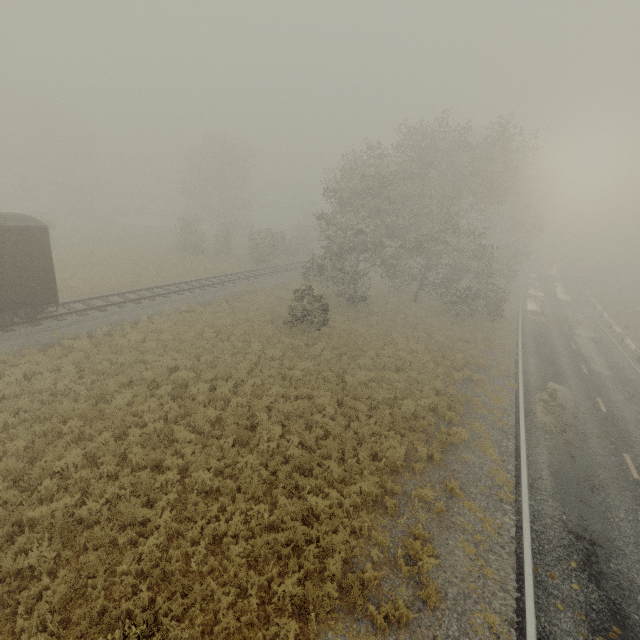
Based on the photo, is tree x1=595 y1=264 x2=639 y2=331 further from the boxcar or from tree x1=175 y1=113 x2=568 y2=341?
the boxcar

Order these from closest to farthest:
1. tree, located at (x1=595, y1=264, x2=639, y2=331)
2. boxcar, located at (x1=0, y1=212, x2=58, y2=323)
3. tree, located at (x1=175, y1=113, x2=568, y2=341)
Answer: boxcar, located at (x1=0, y1=212, x2=58, y2=323)
tree, located at (x1=175, y1=113, x2=568, y2=341)
tree, located at (x1=595, y1=264, x2=639, y2=331)

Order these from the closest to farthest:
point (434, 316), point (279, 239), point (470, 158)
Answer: point (470, 158) → point (434, 316) → point (279, 239)

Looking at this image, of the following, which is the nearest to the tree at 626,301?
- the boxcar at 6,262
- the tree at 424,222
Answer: the tree at 424,222

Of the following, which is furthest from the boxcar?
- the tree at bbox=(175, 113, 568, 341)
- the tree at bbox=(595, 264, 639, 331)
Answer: the tree at bbox=(595, 264, 639, 331)

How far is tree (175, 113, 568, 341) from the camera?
22.4 meters

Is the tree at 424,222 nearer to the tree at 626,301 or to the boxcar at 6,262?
the boxcar at 6,262

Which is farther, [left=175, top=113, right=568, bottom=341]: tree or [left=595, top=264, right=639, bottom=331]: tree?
[left=595, top=264, right=639, bottom=331]: tree
